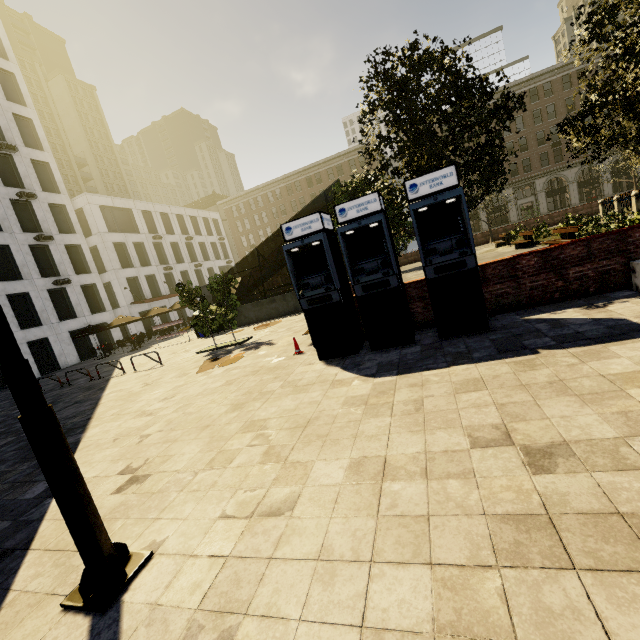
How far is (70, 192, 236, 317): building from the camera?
34.22m

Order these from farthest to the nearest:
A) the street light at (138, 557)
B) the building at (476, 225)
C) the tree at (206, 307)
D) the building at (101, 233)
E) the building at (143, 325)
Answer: the building at (476, 225), the building at (143, 325), the building at (101, 233), the tree at (206, 307), the street light at (138, 557)

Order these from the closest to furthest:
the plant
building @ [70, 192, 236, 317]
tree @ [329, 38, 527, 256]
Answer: tree @ [329, 38, 527, 256] < the plant < building @ [70, 192, 236, 317]

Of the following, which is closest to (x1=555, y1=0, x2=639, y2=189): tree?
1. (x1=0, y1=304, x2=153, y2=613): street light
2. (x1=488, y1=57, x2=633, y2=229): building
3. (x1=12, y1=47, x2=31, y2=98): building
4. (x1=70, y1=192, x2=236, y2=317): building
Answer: (x1=488, y1=57, x2=633, y2=229): building

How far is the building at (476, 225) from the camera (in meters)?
50.59

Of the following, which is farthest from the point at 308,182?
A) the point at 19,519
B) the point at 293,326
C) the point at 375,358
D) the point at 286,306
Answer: the point at 19,519

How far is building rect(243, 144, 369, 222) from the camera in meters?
54.2 m

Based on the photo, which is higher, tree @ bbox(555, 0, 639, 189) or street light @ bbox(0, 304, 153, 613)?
tree @ bbox(555, 0, 639, 189)
